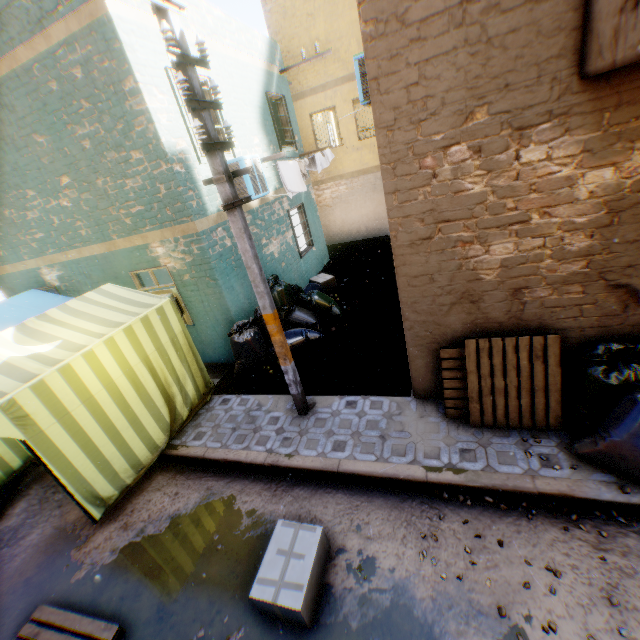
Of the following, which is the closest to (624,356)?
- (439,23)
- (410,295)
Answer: (410,295)

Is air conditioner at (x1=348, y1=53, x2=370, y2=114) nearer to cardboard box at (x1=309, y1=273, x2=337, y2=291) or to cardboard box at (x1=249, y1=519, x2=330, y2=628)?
cardboard box at (x1=249, y1=519, x2=330, y2=628)

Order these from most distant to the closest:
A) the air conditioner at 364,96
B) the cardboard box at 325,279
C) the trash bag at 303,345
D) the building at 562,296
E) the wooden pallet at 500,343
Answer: the cardboard box at 325,279 < the trash bag at 303,345 < the air conditioner at 364,96 < the wooden pallet at 500,343 < the building at 562,296

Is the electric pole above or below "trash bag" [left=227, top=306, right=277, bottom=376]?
above

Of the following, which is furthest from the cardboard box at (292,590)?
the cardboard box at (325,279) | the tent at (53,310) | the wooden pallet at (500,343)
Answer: the cardboard box at (325,279)

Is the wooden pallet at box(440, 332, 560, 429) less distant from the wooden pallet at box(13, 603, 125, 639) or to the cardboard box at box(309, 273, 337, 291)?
the wooden pallet at box(13, 603, 125, 639)

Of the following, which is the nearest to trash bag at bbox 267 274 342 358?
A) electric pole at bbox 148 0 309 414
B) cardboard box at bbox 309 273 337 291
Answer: electric pole at bbox 148 0 309 414

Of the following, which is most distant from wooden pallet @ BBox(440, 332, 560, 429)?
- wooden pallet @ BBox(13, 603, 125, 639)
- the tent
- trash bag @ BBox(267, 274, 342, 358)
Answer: wooden pallet @ BBox(13, 603, 125, 639)
